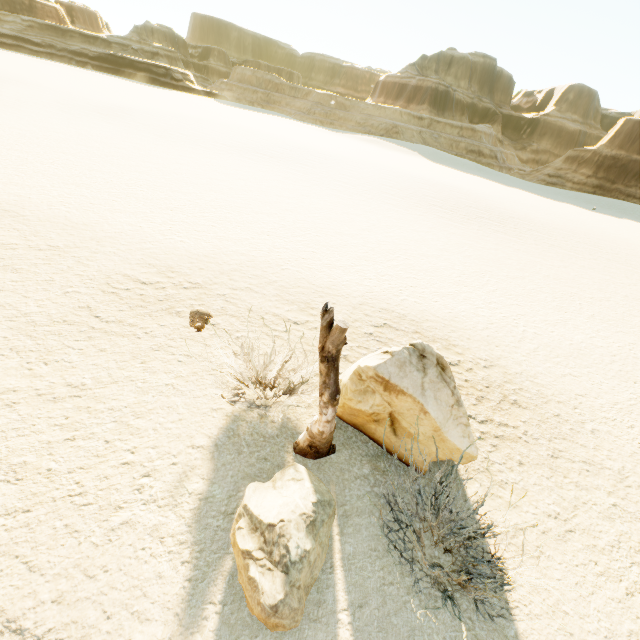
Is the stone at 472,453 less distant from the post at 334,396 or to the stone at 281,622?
the post at 334,396

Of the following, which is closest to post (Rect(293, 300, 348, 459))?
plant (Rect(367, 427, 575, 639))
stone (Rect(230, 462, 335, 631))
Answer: stone (Rect(230, 462, 335, 631))

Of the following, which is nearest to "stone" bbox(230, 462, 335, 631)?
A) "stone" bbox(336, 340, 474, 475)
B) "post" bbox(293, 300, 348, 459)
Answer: "post" bbox(293, 300, 348, 459)

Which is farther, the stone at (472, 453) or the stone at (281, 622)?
the stone at (472, 453)

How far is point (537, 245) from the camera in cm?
1991

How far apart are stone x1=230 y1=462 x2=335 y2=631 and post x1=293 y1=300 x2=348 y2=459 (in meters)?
0.34

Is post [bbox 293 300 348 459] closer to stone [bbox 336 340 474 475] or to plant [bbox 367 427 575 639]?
stone [bbox 336 340 474 475]
